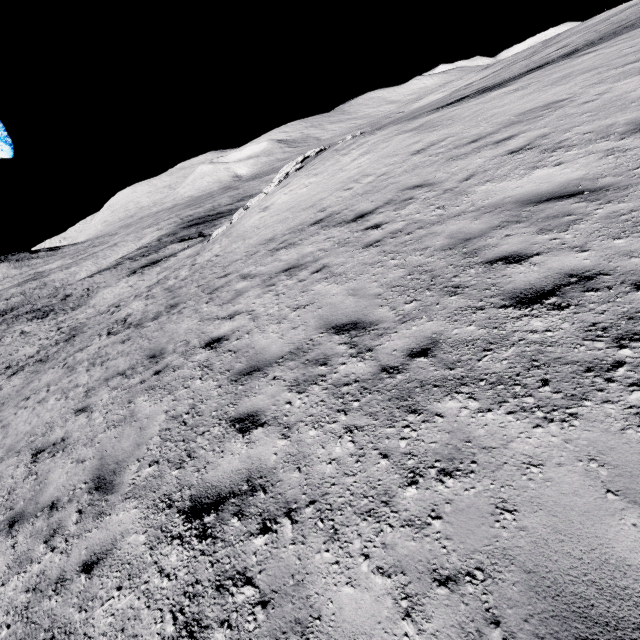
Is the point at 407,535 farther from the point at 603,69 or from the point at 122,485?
the point at 603,69
